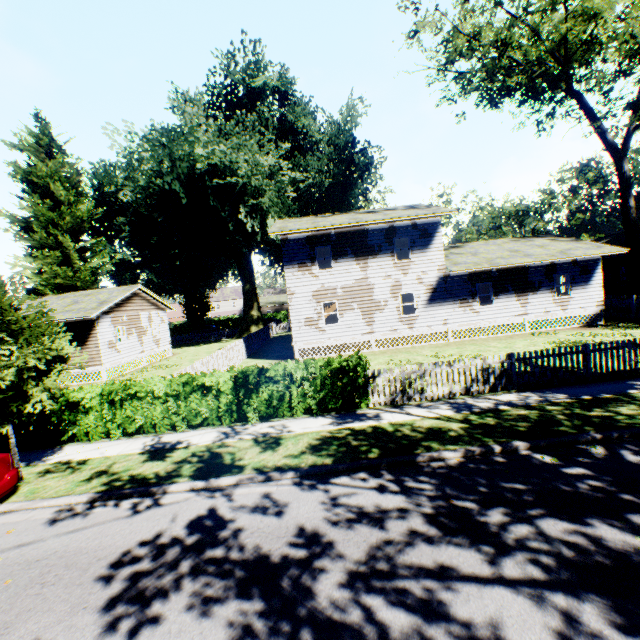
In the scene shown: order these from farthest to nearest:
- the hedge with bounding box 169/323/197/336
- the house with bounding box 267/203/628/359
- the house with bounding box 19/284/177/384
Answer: the hedge with bounding box 169/323/197/336 → the house with bounding box 19/284/177/384 → the house with bounding box 267/203/628/359

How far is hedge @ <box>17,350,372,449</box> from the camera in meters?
10.2

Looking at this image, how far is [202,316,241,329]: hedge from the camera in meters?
58.5

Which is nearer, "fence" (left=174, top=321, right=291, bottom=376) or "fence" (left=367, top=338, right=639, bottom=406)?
"fence" (left=367, top=338, right=639, bottom=406)

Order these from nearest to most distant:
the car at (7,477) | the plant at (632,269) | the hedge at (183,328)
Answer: the car at (7,477) → the plant at (632,269) → the hedge at (183,328)

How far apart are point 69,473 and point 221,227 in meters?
27.7

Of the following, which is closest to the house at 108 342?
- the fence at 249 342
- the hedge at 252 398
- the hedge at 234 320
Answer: the fence at 249 342

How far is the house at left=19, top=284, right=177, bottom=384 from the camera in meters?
21.5
